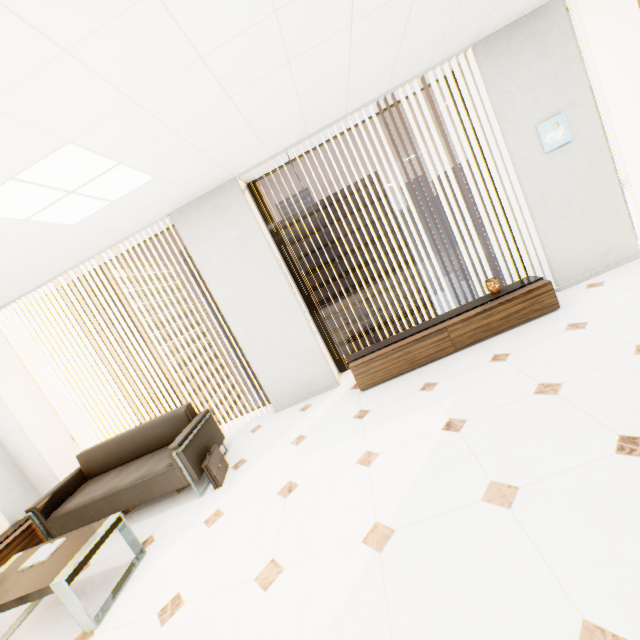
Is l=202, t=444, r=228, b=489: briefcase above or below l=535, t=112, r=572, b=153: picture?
below

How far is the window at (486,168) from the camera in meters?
4.0

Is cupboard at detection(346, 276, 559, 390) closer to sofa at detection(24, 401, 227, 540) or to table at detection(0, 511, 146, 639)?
sofa at detection(24, 401, 227, 540)

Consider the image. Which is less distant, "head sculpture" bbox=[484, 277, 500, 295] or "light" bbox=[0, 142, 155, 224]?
"light" bbox=[0, 142, 155, 224]

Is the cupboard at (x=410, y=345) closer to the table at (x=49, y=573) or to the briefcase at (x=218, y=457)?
the briefcase at (x=218, y=457)

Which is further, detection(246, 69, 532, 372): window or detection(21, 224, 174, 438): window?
detection(21, 224, 174, 438): window

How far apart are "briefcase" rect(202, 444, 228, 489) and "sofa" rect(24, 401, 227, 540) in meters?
0.1

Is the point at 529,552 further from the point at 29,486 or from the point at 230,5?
the point at 29,486
